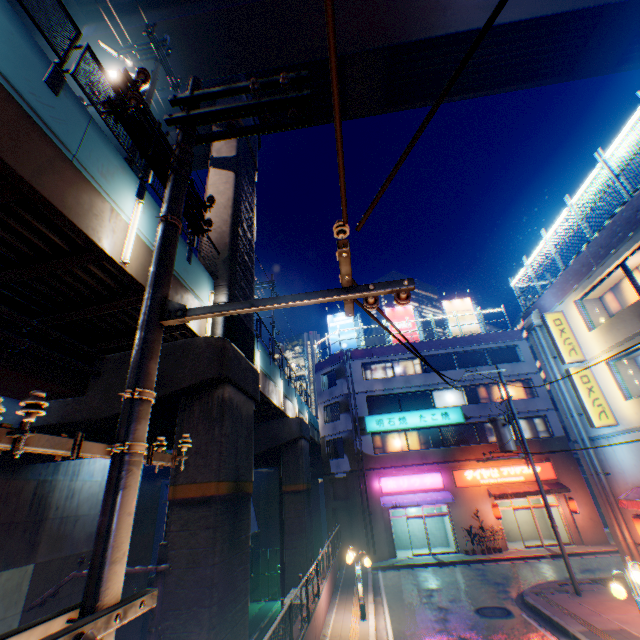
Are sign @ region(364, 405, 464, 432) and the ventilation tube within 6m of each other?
no

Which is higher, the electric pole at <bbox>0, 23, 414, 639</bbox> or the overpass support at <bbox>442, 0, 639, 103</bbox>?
the overpass support at <bbox>442, 0, 639, 103</bbox>

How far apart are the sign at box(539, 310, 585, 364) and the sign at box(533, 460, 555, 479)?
12.92m

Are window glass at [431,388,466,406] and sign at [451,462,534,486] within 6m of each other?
yes

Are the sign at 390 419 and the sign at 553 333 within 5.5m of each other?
no

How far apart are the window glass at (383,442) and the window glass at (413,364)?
4.45m

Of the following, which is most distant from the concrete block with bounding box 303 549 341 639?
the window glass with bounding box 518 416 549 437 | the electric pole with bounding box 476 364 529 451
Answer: the window glass with bounding box 518 416 549 437

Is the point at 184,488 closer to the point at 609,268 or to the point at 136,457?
the point at 136,457
